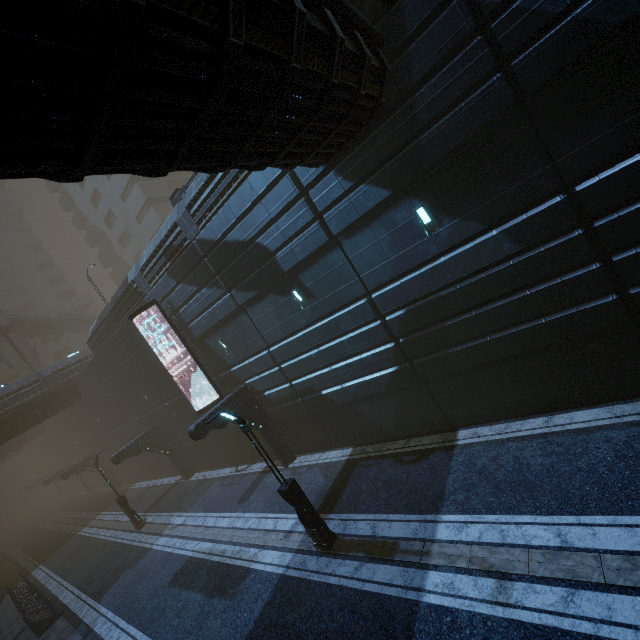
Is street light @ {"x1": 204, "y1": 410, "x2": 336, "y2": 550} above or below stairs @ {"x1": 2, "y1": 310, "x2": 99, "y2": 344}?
below

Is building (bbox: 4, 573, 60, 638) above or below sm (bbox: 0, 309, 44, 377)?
below

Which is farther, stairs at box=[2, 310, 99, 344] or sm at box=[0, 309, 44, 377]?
stairs at box=[2, 310, 99, 344]

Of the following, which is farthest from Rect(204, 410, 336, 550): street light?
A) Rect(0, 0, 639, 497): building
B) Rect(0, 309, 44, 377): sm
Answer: Rect(0, 309, 44, 377): sm

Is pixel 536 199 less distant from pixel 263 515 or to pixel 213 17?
pixel 213 17

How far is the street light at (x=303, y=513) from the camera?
9.8 meters

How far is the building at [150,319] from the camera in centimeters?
1848cm

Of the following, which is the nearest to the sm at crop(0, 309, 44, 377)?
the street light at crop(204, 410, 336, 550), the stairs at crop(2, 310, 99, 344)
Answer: the stairs at crop(2, 310, 99, 344)
